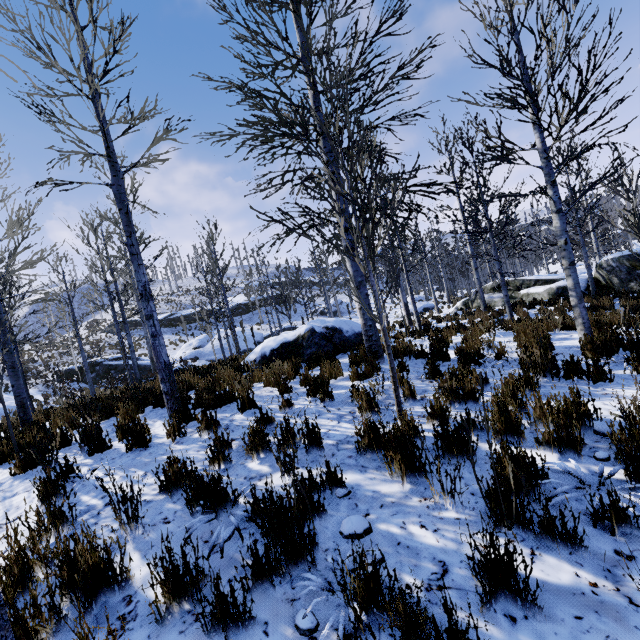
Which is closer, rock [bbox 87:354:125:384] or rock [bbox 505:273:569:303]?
rock [bbox 505:273:569:303]

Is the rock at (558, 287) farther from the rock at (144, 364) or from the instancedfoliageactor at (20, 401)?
the instancedfoliageactor at (20, 401)

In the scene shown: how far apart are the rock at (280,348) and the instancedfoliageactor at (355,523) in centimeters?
719cm

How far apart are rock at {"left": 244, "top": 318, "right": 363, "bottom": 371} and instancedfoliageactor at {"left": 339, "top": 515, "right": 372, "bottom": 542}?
7.2 meters

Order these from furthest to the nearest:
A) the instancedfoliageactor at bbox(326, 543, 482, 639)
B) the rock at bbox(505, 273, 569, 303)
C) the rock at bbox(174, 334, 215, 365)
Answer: the rock at bbox(174, 334, 215, 365) → the rock at bbox(505, 273, 569, 303) → the instancedfoliageactor at bbox(326, 543, 482, 639)

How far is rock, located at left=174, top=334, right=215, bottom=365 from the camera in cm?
2686

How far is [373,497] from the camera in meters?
2.7 m
